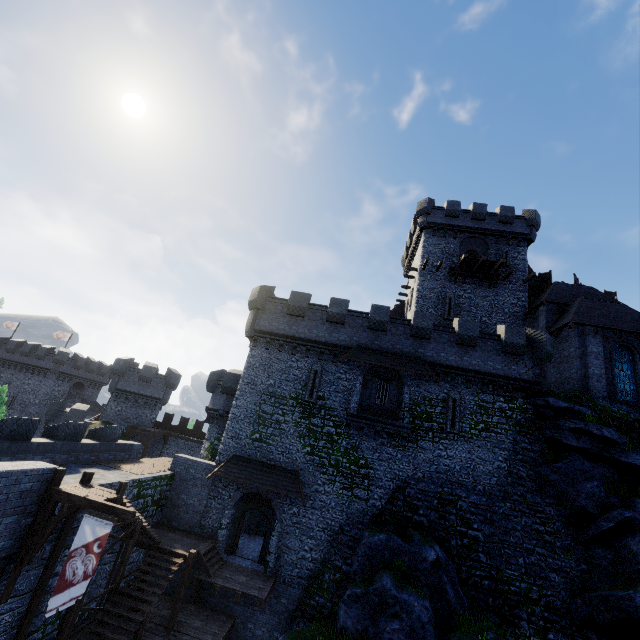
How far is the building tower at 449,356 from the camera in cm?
1927

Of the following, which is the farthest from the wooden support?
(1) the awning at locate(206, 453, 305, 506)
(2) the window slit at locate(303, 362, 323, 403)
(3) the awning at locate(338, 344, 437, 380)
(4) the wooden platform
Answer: (4) the wooden platform

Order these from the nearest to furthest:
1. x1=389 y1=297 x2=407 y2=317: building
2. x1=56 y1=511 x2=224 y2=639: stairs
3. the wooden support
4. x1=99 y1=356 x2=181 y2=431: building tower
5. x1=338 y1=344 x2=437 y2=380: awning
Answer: the wooden support
x1=56 y1=511 x2=224 y2=639: stairs
x1=338 y1=344 x2=437 y2=380: awning
x1=99 y1=356 x2=181 y2=431: building tower
x1=389 y1=297 x2=407 y2=317: building

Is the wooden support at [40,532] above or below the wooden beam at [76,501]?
below

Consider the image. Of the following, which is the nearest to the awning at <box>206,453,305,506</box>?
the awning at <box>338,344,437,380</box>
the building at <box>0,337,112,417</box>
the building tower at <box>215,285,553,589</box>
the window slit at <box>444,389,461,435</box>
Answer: the building tower at <box>215,285,553,589</box>

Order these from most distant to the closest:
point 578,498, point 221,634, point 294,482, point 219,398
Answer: point 219,398 < point 294,482 < point 578,498 < point 221,634

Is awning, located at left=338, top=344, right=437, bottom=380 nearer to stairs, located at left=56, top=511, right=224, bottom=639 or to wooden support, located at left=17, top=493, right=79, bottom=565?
stairs, located at left=56, top=511, right=224, bottom=639

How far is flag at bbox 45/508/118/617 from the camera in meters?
9.9
